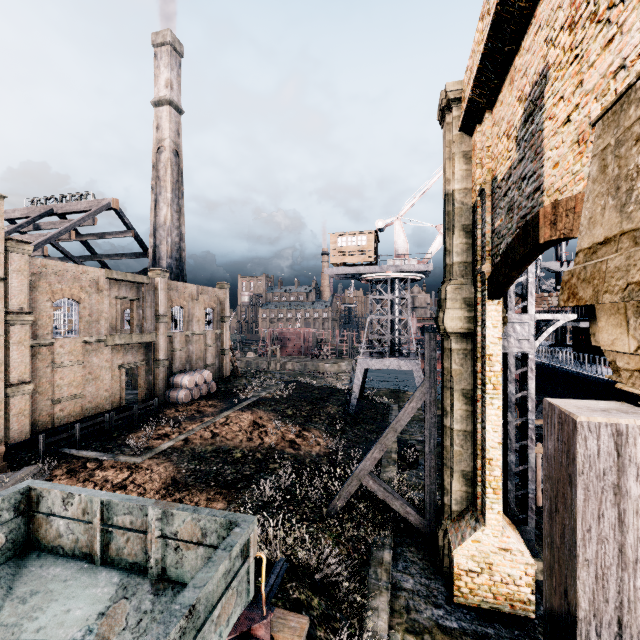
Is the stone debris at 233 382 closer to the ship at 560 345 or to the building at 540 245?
the building at 540 245

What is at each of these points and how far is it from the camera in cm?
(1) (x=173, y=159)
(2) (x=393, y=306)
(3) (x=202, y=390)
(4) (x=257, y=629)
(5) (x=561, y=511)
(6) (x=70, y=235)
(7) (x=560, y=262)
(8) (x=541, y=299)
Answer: (1) chimney, 4025
(2) crane, 3306
(3) wooden barrel, 3500
(4) rail car, 625
(5) wooden brace, 200
(6) wood roof frame, 3228
(7) ship, 3716
(8) wood pile, 2814

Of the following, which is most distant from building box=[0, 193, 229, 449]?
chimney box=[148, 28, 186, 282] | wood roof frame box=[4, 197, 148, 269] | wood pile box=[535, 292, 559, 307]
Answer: wood pile box=[535, 292, 559, 307]

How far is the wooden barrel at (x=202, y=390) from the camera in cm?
3209

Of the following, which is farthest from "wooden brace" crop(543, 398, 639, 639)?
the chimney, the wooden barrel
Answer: the chimney

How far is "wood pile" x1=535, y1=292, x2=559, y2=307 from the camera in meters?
27.1 m

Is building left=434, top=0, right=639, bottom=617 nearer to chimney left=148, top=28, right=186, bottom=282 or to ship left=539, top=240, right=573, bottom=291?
chimney left=148, top=28, right=186, bottom=282

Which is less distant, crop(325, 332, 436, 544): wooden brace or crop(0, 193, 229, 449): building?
crop(325, 332, 436, 544): wooden brace
